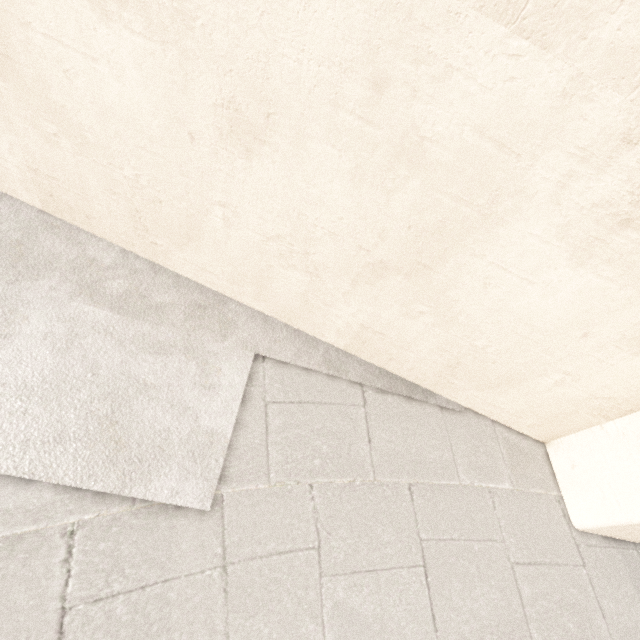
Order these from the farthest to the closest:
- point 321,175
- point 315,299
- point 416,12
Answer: point 315,299, point 321,175, point 416,12
